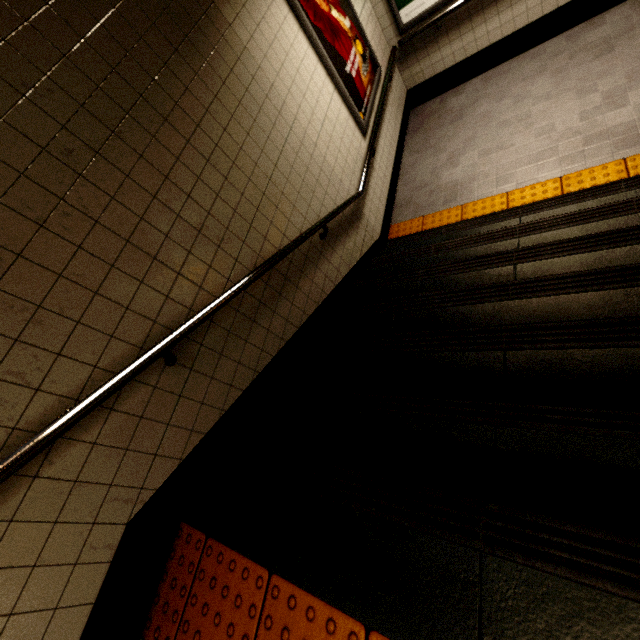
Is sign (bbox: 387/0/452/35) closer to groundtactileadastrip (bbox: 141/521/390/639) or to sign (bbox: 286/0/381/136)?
sign (bbox: 286/0/381/136)

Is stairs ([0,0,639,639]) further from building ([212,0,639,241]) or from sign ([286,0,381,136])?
sign ([286,0,381,136])

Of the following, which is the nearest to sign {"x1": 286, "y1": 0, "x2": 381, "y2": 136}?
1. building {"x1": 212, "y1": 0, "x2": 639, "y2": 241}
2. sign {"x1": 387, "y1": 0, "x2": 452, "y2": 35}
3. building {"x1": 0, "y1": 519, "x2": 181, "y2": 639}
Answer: building {"x1": 212, "y1": 0, "x2": 639, "y2": 241}

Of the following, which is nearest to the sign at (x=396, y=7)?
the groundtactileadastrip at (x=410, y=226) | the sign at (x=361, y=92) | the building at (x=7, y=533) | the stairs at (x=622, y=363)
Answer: the sign at (x=361, y=92)

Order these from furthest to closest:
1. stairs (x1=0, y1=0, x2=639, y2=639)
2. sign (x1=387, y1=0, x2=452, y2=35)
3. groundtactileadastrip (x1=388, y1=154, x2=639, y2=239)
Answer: sign (x1=387, y1=0, x2=452, y2=35) → groundtactileadastrip (x1=388, y1=154, x2=639, y2=239) → stairs (x1=0, y1=0, x2=639, y2=639)

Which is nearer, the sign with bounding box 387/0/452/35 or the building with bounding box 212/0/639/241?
the building with bounding box 212/0/639/241

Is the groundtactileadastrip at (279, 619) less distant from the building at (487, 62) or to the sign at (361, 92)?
the building at (487, 62)

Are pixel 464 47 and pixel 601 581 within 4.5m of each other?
no
